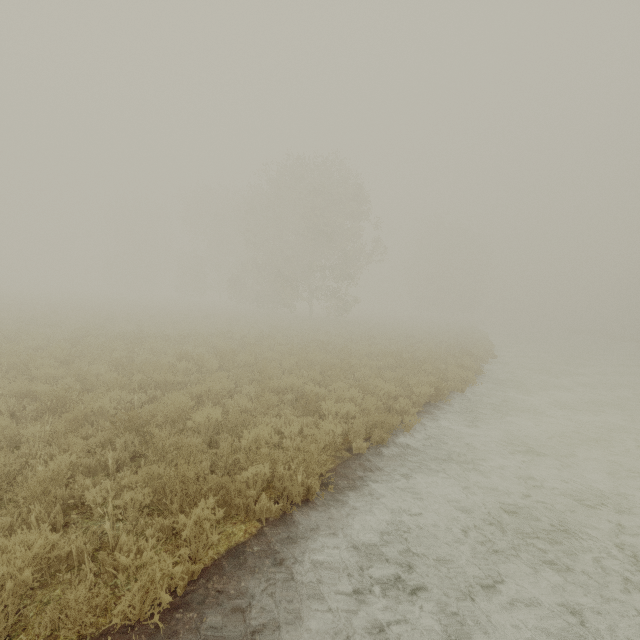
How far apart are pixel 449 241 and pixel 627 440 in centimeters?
5259cm
